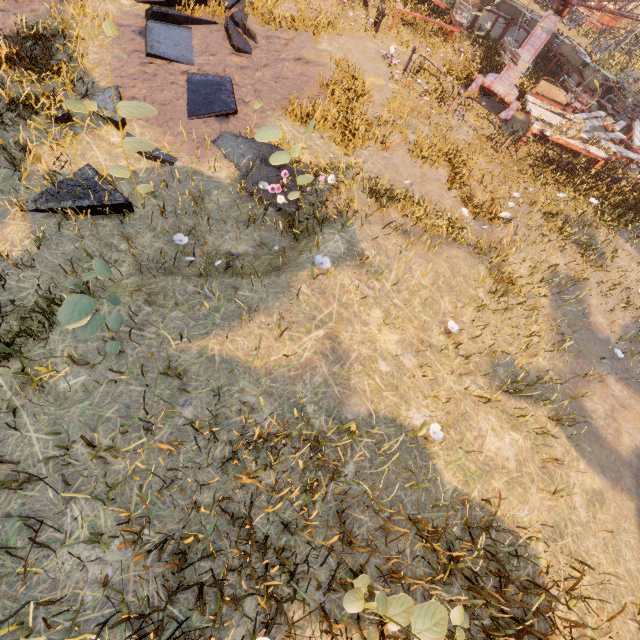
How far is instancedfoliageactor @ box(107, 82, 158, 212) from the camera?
3.95m

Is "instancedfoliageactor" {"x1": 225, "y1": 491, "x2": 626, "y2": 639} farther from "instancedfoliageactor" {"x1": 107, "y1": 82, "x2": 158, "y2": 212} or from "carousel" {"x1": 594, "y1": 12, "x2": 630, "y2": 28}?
"carousel" {"x1": 594, "y1": 12, "x2": 630, "y2": 28}

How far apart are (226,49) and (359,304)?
8.3 meters

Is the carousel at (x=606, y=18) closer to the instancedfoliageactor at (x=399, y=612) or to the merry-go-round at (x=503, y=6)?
the merry-go-round at (x=503, y=6)

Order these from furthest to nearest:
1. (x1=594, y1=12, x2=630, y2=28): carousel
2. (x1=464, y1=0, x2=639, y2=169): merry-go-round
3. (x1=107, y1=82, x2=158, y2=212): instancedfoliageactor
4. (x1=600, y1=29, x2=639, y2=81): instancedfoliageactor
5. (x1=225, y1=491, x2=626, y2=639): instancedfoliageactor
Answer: (x1=594, y1=12, x2=630, y2=28): carousel → (x1=600, y1=29, x2=639, y2=81): instancedfoliageactor → (x1=464, y1=0, x2=639, y2=169): merry-go-round → (x1=107, y1=82, x2=158, y2=212): instancedfoliageactor → (x1=225, y1=491, x2=626, y2=639): instancedfoliageactor

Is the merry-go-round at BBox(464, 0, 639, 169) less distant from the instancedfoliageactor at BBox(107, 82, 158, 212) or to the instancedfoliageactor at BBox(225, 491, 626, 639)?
the instancedfoliageactor at BBox(107, 82, 158, 212)

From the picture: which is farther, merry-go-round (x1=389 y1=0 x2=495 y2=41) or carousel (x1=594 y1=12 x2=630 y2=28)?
carousel (x1=594 y1=12 x2=630 y2=28)

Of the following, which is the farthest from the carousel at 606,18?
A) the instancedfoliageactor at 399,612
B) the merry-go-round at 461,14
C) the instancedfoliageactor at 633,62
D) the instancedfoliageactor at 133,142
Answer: the instancedfoliageactor at 399,612
